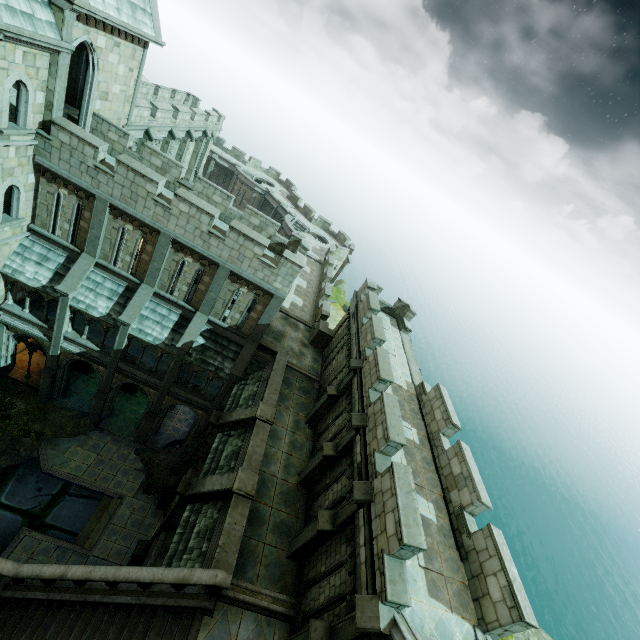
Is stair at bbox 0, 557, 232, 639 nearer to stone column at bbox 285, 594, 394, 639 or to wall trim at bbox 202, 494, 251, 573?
wall trim at bbox 202, 494, 251, 573

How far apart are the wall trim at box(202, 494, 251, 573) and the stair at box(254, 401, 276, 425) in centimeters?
327cm

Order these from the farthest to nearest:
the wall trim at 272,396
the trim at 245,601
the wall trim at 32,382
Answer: the wall trim at 32,382 < the wall trim at 272,396 < the trim at 245,601

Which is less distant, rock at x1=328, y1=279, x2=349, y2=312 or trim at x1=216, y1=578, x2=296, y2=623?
trim at x1=216, y1=578, x2=296, y2=623

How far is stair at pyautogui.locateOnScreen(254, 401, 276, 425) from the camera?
14.8m

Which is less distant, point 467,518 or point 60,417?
point 467,518

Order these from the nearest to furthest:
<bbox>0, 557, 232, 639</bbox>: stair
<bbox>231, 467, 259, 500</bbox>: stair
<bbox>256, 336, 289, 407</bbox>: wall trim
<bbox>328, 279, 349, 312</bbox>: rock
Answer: <bbox>0, 557, 232, 639</bbox>: stair → <bbox>231, 467, 259, 500</bbox>: stair → <bbox>256, 336, 289, 407</bbox>: wall trim → <bbox>328, 279, 349, 312</bbox>: rock

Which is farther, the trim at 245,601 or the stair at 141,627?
the trim at 245,601
